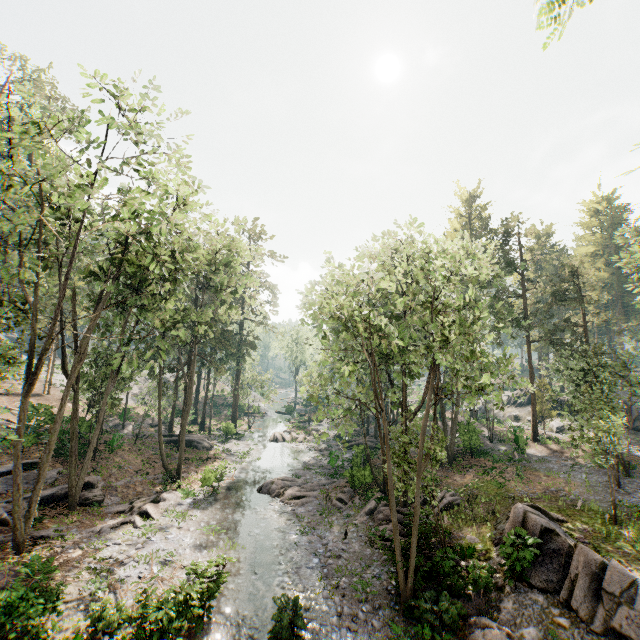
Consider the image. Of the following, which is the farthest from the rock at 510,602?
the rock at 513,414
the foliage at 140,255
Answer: the rock at 513,414

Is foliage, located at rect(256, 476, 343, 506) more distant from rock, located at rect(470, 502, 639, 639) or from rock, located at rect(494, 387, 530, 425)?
rock, located at rect(494, 387, 530, 425)

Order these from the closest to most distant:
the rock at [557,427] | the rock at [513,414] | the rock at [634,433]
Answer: the rock at [634,433] → the rock at [557,427] → the rock at [513,414]

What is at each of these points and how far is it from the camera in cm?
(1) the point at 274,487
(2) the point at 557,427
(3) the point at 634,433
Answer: (1) foliage, 2456
(2) rock, 3828
(3) rock, 3550

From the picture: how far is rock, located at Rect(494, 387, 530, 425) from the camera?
44.6m

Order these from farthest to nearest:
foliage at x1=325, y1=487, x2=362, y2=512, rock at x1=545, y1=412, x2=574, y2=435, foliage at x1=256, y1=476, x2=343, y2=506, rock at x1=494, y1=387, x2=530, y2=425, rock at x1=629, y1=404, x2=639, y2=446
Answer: rock at x1=494, y1=387, x2=530, y2=425, rock at x1=545, y1=412, x2=574, y2=435, rock at x1=629, y1=404, x2=639, y2=446, foliage at x1=256, y1=476, x2=343, y2=506, foliage at x1=325, y1=487, x2=362, y2=512

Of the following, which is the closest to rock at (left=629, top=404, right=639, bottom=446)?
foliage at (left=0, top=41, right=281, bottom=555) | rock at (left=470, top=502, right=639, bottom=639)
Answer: foliage at (left=0, top=41, right=281, bottom=555)

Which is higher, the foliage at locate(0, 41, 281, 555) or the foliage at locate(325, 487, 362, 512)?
the foliage at locate(0, 41, 281, 555)
